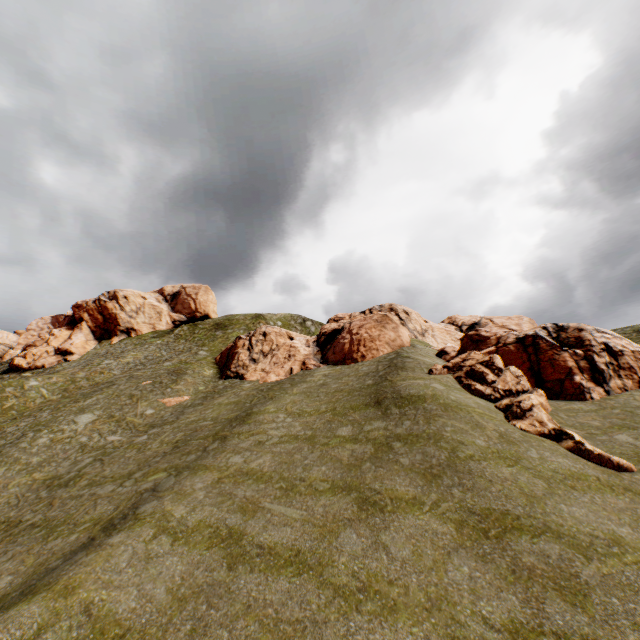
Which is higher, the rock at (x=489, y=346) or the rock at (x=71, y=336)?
the rock at (x=71, y=336)

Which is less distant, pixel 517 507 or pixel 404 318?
pixel 517 507

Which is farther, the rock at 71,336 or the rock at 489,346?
the rock at 71,336

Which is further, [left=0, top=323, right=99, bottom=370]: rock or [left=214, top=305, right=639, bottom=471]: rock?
[left=0, top=323, right=99, bottom=370]: rock

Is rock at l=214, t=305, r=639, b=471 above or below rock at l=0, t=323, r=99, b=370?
below
